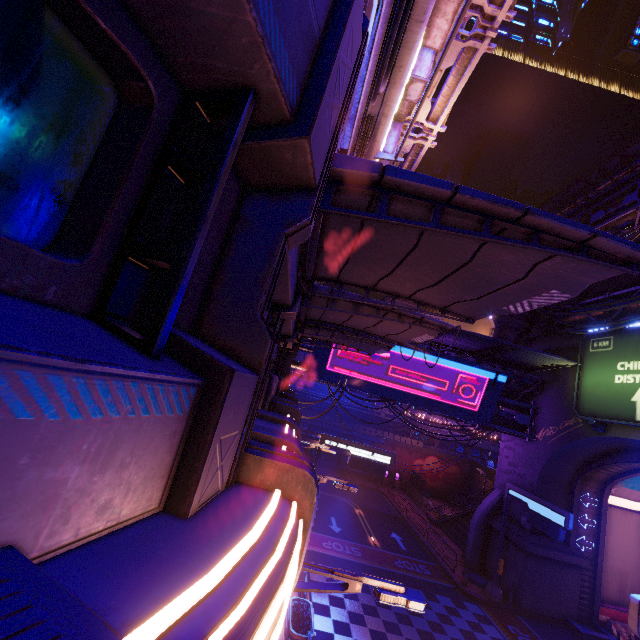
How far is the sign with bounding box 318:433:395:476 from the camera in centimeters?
2156cm

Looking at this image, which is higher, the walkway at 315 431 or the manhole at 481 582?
the walkway at 315 431

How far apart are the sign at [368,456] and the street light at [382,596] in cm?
1730

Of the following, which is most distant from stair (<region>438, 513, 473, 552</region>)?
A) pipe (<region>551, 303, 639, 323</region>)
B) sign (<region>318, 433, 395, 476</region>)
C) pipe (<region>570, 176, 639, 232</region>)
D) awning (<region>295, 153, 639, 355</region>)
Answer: pipe (<region>570, 176, 639, 232</region>)

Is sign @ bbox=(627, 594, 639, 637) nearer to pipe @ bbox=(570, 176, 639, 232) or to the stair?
the stair

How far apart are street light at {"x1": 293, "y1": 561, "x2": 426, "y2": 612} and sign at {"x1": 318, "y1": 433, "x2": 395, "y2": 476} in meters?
17.3 m

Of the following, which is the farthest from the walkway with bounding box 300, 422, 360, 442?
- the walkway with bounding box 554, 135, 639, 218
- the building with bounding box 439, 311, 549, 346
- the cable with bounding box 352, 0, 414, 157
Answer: the walkway with bounding box 554, 135, 639, 218

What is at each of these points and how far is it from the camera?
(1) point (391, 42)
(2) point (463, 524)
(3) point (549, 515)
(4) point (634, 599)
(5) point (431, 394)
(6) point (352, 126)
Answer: (1) cable, 4.81m
(2) stair, 31.47m
(3) sign, 18.73m
(4) sign, 8.16m
(5) sign, 23.48m
(6) sign, 8.05m
